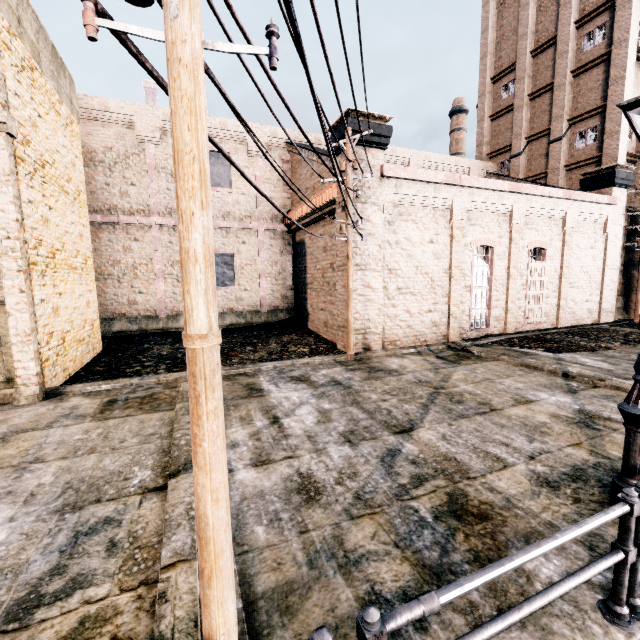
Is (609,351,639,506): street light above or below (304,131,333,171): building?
below

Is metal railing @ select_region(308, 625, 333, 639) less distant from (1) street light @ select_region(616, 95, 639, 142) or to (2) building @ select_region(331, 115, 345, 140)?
(1) street light @ select_region(616, 95, 639, 142)

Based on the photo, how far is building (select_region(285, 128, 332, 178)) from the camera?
17.20m

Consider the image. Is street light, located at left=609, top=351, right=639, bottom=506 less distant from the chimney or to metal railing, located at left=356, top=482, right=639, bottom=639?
metal railing, located at left=356, top=482, right=639, bottom=639

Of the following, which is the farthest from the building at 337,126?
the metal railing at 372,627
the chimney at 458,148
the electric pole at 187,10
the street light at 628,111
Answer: the chimney at 458,148

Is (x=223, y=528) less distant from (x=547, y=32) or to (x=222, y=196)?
(x=222, y=196)

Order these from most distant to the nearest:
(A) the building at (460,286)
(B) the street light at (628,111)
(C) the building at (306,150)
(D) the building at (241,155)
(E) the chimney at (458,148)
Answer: (E) the chimney at (458,148) → (D) the building at (241,155) → (C) the building at (306,150) → (A) the building at (460,286) → (B) the street light at (628,111)

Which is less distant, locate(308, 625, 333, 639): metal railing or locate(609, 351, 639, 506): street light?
locate(308, 625, 333, 639): metal railing
